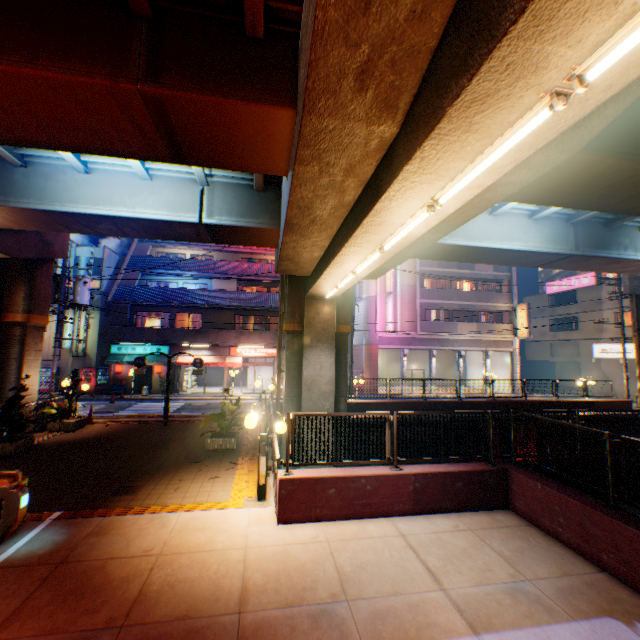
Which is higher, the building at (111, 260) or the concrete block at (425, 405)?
the building at (111, 260)

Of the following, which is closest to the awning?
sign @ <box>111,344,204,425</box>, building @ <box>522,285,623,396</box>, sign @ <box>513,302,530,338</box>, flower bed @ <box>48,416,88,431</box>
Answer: sign @ <box>111,344,204,425</box>

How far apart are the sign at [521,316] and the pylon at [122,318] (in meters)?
34.88

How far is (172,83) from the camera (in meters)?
5.16

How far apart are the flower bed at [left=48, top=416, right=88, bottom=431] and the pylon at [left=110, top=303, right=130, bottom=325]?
12.2 meters

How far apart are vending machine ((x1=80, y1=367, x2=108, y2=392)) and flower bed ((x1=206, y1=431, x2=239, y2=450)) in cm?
1923

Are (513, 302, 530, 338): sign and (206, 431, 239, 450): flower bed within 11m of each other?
no

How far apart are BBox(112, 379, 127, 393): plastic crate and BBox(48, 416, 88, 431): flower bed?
12.1 meters
